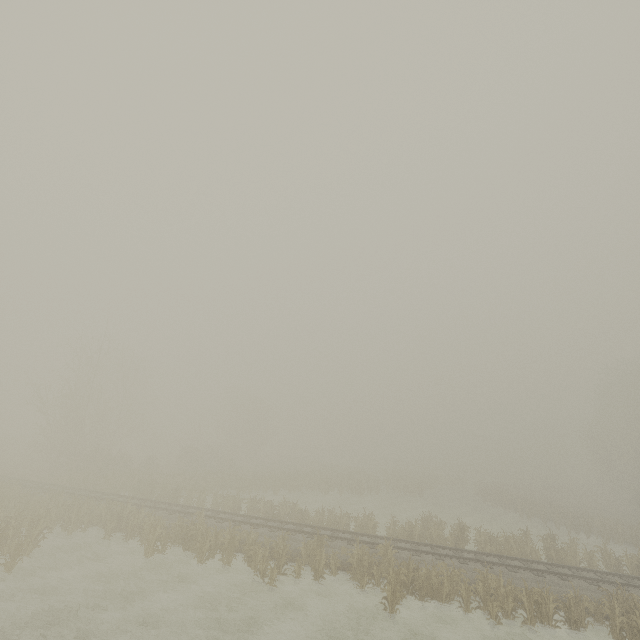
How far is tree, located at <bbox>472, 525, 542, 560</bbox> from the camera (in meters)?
20.34

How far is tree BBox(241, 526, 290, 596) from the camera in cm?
1478

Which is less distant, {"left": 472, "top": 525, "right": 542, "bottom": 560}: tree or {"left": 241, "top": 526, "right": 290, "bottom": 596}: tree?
{"left": 241, "top": 526, "right": 290, "bottom": 596}: tree

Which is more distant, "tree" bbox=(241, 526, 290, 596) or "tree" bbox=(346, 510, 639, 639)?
"tree" bbox=(241, 526, 290, 596)

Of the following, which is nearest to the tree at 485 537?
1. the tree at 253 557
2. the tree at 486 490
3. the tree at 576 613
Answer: the tree at 576 613

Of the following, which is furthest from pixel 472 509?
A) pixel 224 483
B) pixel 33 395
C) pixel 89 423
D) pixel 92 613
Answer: pixel 33 395

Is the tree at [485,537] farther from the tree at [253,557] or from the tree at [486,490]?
the tree at [486,490]

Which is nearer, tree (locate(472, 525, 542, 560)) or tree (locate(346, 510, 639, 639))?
tree (locate(346, 510, 639, 639))
